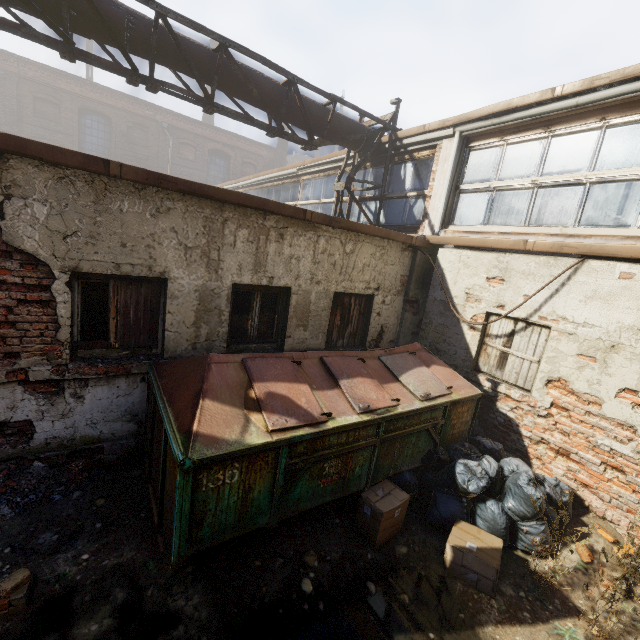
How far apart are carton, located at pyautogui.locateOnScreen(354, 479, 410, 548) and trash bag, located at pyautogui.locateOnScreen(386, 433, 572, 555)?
0.33m

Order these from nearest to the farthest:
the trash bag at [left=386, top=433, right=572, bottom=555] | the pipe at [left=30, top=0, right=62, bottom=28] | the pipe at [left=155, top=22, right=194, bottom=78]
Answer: the trash bag at [left=386, top=433, right=572, bottom=555]
the pipe at [left=30, top=0, right=62, bottom=28]
the pipe at [left=155, top=22, right=194, bottom=78]

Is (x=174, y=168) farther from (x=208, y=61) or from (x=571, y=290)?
(x=571, y=290)

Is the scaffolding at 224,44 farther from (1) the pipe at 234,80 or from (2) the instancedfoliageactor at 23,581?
(2) the instancedfoliageactor at 23,581

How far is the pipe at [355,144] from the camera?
7.8m

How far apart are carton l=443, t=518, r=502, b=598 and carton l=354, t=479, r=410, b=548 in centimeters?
52cm

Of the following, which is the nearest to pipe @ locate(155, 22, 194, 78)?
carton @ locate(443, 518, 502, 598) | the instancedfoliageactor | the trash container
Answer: the trash container

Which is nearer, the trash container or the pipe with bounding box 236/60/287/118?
the trash container
